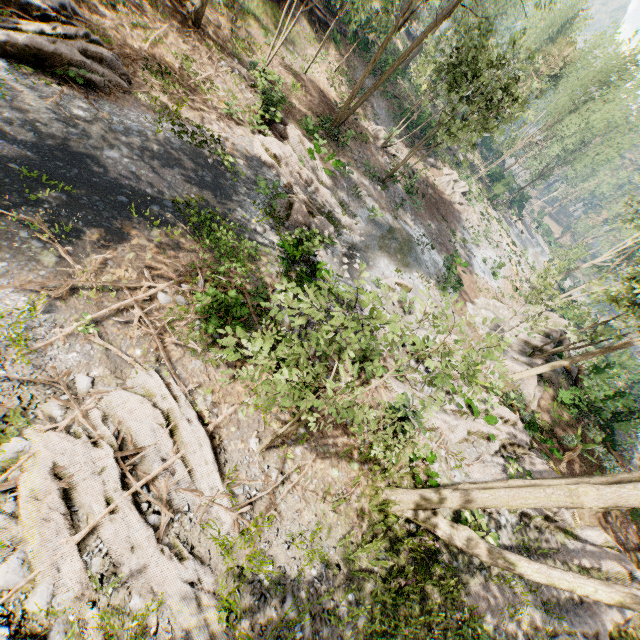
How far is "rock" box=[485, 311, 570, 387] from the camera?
17.89m

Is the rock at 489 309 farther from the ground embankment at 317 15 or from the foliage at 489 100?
the ground embankment at 317 15

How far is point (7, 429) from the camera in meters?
5.3

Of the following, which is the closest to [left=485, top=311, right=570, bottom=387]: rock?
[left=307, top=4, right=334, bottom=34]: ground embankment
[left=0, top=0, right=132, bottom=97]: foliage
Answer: [left=0, top=0, right=132, bottom=97]: foliage

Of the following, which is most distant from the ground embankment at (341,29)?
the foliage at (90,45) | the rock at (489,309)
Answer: the rock at (489,309)

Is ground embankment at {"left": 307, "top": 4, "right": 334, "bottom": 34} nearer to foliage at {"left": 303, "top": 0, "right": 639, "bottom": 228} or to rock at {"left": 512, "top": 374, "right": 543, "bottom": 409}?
foliage at {"left": 303, "top": 0, "right": 639, "bottom": 228}

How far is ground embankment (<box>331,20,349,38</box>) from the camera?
26.66m
